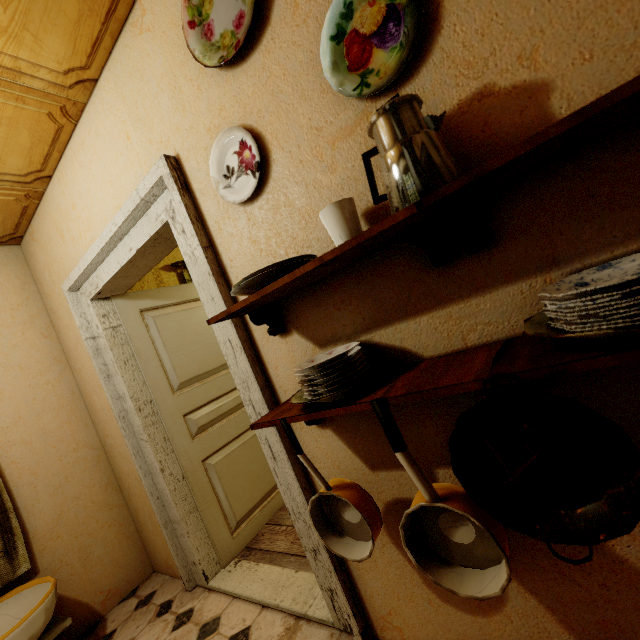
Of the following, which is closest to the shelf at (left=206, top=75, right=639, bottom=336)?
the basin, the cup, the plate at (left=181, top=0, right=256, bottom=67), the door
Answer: the cup

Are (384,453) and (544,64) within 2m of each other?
yes

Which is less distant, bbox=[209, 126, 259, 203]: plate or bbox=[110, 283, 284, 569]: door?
bbox=[209, 126, 259, 203]: plate

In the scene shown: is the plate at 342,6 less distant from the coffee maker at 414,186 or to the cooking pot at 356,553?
the coffee maker at 414,186

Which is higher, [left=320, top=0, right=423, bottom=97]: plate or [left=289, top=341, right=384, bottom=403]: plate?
[left=320, top=0, right=423, bottom=97]: plate

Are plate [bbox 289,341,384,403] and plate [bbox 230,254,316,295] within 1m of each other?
yes

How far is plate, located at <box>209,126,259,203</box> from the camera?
1.2 meters

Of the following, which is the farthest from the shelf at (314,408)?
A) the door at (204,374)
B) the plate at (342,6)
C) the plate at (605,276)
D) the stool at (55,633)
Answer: the stool at (55,633)
